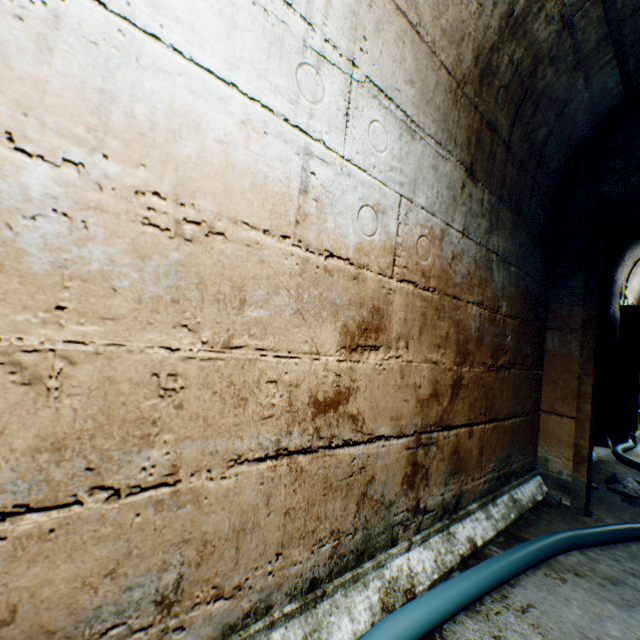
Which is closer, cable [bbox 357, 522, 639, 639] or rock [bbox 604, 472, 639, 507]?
cable [bbox 357, 522, 639, 639]

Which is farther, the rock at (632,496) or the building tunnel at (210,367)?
the rock at (632,496)

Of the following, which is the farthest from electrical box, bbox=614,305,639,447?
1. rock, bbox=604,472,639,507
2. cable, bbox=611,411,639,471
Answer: rock, bbox=604,472,639,507

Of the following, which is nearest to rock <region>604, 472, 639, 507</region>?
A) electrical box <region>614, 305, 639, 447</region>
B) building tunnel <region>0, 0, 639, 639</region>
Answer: building tunnel <region>0, 0, 639, 639</region>

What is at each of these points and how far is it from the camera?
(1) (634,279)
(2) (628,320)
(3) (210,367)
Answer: (1) building tunnel, 5.3m
(2) electrical box, 4.6m
(3) building tunnel, 0.8m

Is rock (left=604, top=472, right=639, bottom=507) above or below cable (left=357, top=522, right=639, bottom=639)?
below

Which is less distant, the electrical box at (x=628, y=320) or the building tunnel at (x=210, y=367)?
the building tunnel at (x=210, y=367)

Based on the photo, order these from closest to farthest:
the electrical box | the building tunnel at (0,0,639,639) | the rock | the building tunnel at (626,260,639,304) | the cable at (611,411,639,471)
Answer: the building tunnel at (0,0,639,639) < the rock < the cable at (611,411,639,471) < the electrical box < the building tunnel at (626,260,639,304)
